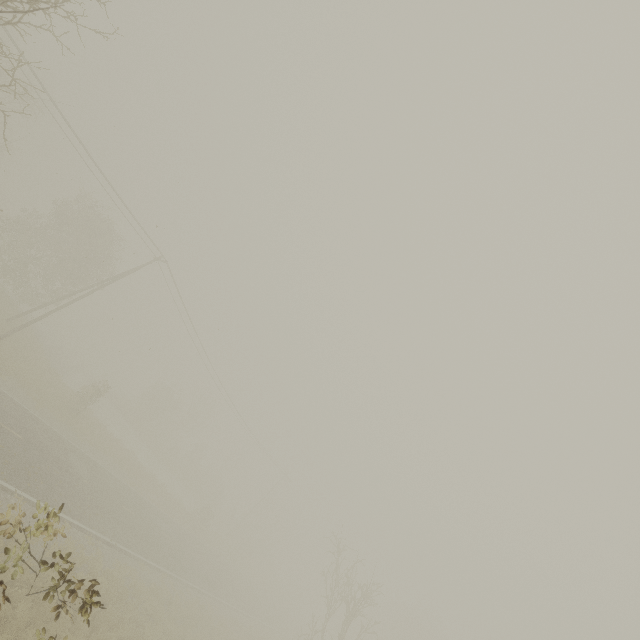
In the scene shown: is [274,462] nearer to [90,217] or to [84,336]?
[90,217]
